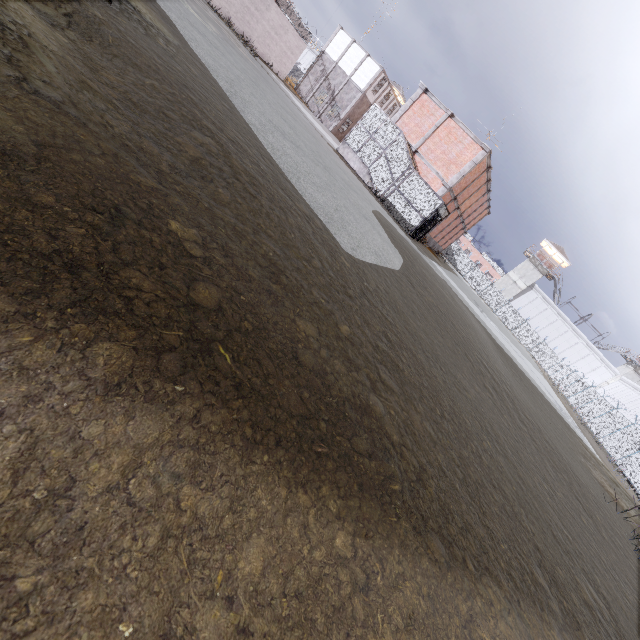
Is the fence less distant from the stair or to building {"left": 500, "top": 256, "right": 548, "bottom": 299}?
building {"left": 500, "top": 256, "right": 548, "bottom": 299}

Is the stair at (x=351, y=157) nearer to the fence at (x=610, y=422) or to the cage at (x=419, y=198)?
the cage at (x=419, y=198)

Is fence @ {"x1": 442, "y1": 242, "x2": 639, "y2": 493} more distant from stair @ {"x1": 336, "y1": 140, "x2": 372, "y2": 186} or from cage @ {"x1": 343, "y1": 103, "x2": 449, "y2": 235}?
stair @ {"x1": 336, "y1": 140, "x2": 372, "y2": 186}

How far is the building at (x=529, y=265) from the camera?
57.2m

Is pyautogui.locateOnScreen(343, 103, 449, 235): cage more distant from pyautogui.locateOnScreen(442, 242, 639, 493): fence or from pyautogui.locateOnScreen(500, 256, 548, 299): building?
pyautogui.locateOnScreen(500, 256, 548, 299): building

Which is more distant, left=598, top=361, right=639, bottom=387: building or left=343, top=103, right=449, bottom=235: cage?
left=598, top=361, right=639, bottom=387: building

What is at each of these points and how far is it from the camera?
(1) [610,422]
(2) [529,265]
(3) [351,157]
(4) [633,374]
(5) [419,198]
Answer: (1) fence, 27.89m
(2) building, 57.72m
(3) stair, 22.84m
(4) building, 52.16m
(5) cage, 20.91m

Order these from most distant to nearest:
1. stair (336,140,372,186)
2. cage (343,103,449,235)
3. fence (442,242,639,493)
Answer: fence (442,242,639,493) → stair (336,140,372,186) → cage (343,103,449,235)
